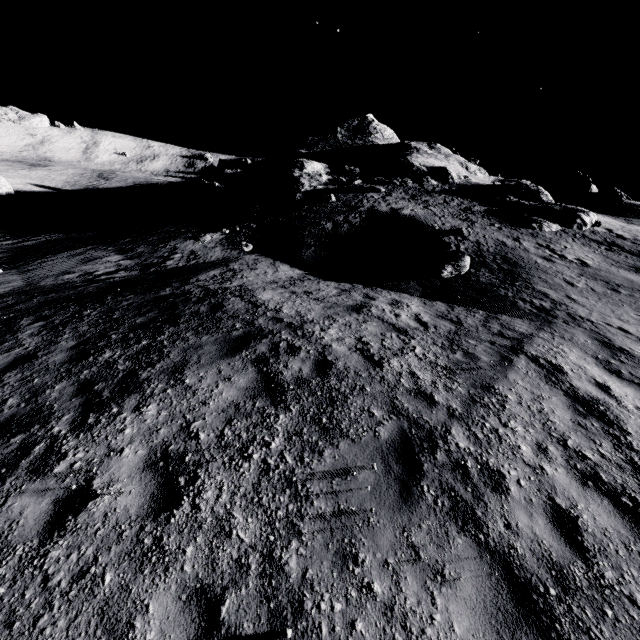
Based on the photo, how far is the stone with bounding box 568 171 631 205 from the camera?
41.84m

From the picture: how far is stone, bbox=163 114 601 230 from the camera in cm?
2395

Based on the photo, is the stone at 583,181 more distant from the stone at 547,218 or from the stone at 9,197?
the stone at 9,197

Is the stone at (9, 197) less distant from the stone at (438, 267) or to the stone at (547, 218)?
the stone at (547, 218)

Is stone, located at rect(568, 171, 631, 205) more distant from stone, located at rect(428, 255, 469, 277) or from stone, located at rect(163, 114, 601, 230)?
stone, located at rect(428, 255, 469, 277)

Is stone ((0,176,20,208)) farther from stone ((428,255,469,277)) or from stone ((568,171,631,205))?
stone ((568,171,631,205))

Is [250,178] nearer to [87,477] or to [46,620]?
[87,477]

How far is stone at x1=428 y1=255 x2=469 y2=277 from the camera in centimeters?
1355cm
